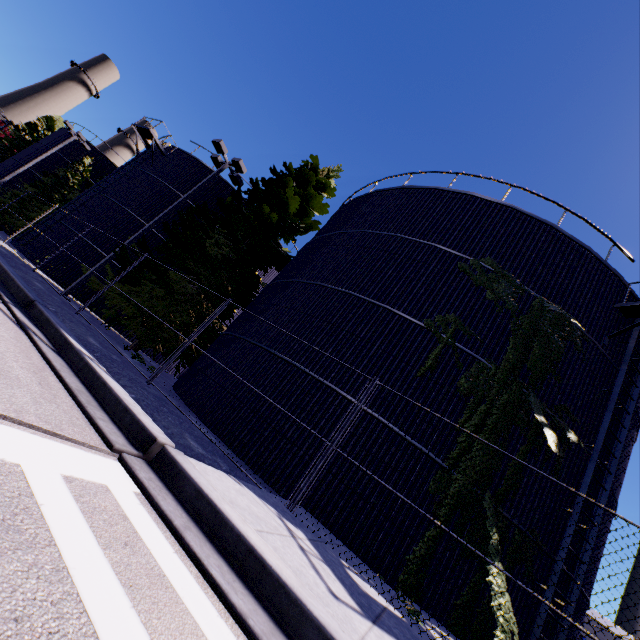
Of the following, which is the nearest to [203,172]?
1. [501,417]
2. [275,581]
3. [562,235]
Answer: [562,235]

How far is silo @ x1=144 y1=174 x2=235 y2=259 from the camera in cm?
2048

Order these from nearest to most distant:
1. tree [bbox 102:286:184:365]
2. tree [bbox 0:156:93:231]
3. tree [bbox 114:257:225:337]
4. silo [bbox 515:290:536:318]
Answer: silo [bbox 515:290:536:318], tree [bbox 102:286:184:365], tree [bbox 114:257:225:337], tree [bbox 0:156:93:231]

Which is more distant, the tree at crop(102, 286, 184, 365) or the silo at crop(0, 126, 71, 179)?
the silo at crop(0, 126, 71, 179)

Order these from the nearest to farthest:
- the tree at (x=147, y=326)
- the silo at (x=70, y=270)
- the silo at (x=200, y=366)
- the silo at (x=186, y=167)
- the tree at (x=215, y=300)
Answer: the silo at (x=200, y=366) < the tree at (x=147, y=326) < the tree at (x=215, y=300) < the silo at (x=70, y=270) < the silo at (x=186, y=167)

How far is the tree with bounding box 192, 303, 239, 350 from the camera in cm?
1466

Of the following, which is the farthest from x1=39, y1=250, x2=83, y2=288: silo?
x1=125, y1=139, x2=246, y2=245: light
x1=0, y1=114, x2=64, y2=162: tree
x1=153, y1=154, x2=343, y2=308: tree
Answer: x1=125, y1=139, x2=246, y2=245: light

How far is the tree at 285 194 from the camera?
14.7 meters
